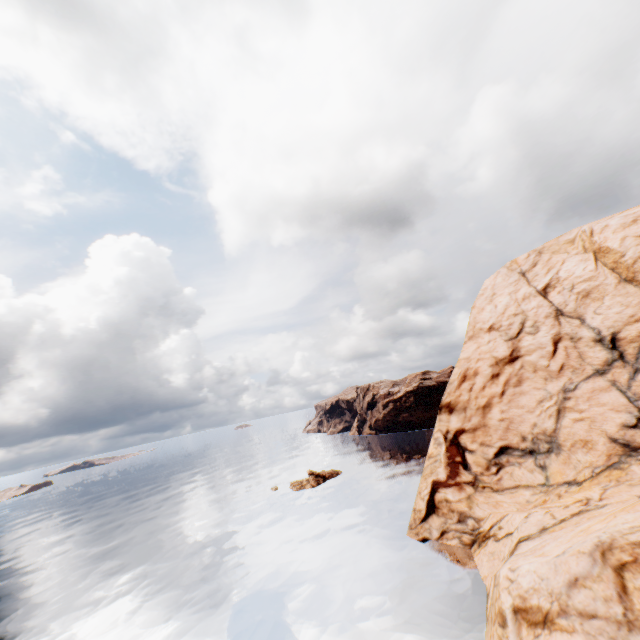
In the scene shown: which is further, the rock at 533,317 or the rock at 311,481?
the rock at 311,481

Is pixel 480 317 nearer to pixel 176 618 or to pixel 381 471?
pixel 381 471

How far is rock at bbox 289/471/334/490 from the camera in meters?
56.6 m

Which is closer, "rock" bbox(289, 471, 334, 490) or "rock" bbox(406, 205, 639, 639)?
"rock" bbox(406, 205, 639, 639)

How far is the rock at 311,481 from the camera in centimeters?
5663cm

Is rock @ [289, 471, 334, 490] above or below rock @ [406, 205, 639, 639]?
below
